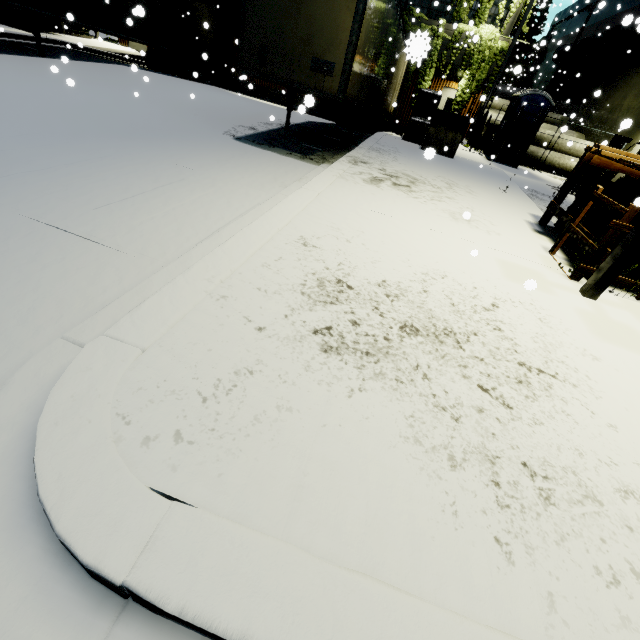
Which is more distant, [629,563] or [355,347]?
[355,347]

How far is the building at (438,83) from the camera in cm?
1739

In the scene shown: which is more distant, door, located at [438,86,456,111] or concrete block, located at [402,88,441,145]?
door, located at [438,86,456,111]

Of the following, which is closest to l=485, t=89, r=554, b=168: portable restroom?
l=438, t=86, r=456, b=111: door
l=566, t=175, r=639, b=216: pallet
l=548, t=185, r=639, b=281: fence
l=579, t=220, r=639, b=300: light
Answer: l=438, t=86, r=456, b=111: door

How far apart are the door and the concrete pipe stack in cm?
1069

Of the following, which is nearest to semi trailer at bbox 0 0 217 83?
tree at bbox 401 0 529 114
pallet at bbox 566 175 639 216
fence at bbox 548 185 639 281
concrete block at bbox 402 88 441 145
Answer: tree at bbox 401 0 529 114

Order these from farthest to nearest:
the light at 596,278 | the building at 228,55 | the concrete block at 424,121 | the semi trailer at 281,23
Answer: the building at 228,55 < the concrete block at 424,121 < the semi trailer at 281,23 < the light at 596,278

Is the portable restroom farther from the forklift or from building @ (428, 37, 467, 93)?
building @ (428, 37, 467, 93)
